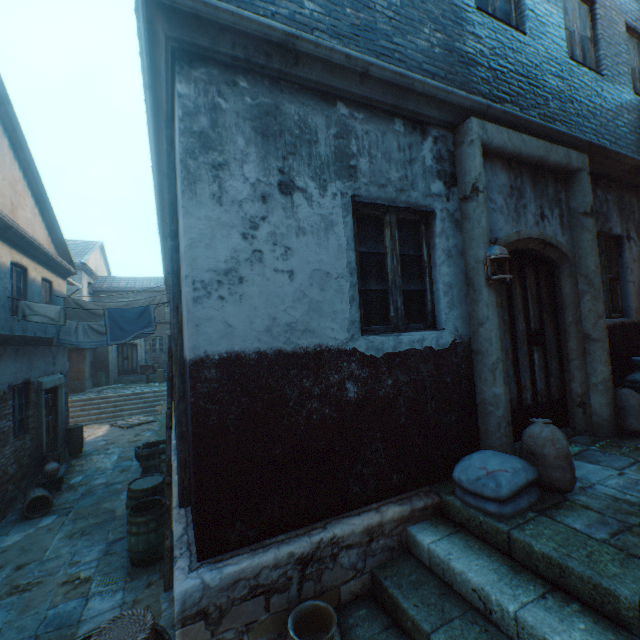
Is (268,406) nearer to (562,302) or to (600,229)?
(562,302)

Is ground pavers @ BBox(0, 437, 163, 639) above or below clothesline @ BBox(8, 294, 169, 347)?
below

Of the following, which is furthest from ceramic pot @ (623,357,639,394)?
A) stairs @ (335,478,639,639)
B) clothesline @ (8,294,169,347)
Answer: clothesline @ (8,294,169,347)

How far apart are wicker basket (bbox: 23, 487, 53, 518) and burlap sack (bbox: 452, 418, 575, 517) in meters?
8.6

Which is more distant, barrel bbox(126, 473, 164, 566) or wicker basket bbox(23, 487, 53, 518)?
wicker basket bbox(23, 487, 53, 518)

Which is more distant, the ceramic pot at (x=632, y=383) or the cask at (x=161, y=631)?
the ceramic pot at (x=632, y=383)

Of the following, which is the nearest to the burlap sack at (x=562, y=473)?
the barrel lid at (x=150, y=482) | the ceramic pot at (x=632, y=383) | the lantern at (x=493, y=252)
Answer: the lantern at (x=493, y=252)

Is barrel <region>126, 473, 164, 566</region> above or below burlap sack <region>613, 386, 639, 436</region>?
below
